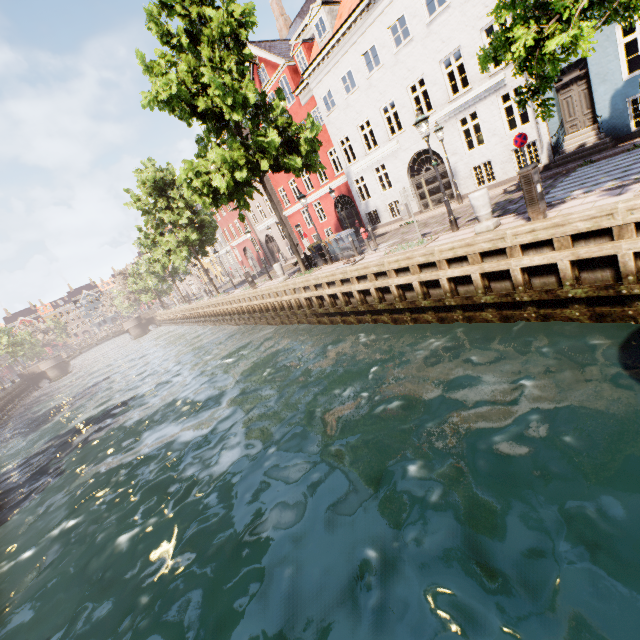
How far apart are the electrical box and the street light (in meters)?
2.95

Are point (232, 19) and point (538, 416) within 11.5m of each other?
no

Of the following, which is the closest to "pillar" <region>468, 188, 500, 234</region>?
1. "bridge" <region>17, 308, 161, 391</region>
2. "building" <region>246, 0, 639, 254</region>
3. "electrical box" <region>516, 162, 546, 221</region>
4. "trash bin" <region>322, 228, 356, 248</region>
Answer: "electrical box" <region>516, 162, 546, 221</region>

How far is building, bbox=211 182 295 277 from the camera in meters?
32.7 m

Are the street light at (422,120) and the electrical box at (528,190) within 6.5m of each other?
yes

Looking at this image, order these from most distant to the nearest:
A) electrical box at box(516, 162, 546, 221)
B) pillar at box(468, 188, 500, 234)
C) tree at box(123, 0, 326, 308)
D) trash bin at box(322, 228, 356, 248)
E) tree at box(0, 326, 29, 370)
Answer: tree at box(0, 326, 29, 370) < trash bin at box(322, 228, 356, 248) < tree at box(123, 0, 326, 308) < pillar at box(468, 188, 500, 234) < electrical box at box(516, 162, 546, 221)

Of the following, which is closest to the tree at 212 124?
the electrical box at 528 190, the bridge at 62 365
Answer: the electrical box at 528 190

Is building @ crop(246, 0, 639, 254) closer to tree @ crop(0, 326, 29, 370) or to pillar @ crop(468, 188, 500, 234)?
tree @ crop(0, 326, 29, 370)
